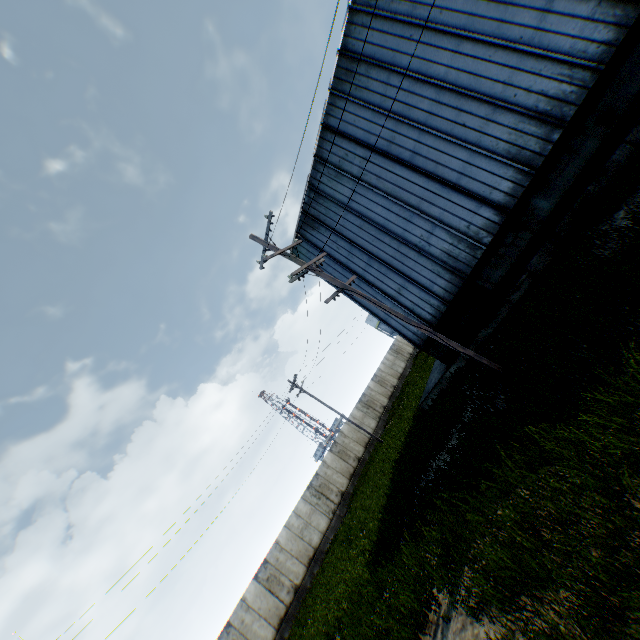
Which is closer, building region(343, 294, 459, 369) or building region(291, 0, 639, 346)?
building region(291, 0, 639, 346)

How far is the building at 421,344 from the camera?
15.5m

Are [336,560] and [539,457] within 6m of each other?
no

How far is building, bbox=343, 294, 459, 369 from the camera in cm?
1549

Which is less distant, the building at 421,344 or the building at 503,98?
the building at 503,98
